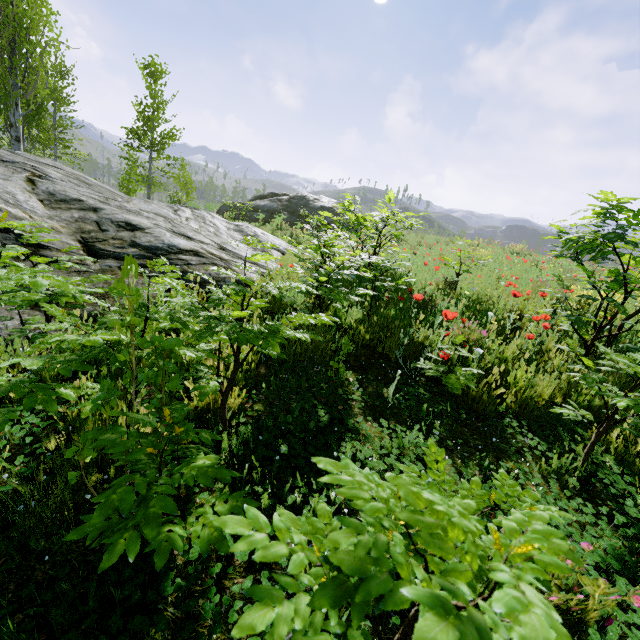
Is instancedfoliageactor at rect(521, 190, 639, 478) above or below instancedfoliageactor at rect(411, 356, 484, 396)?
above

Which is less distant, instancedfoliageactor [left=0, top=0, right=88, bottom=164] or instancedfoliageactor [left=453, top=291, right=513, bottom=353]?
instancedfoliageactor [left=453, top=291, right=513, bottom=353]

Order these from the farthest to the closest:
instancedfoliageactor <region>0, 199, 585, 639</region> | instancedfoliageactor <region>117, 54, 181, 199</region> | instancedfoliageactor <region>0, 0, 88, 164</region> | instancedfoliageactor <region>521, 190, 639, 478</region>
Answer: instancedfoliageactor <region>117, 54, 181, 199</region> < instancedfoliageactor <region>0, 0, 88, 164</region> < instancedfoliageactor <region>521, 190, 639, 478</region> < instancedfoliageactor <region>0, 199, 585, 639</region>

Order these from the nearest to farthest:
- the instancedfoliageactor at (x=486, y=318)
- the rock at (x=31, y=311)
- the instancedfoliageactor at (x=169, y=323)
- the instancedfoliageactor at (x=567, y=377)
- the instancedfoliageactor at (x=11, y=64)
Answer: Result:
the instancedfoliageactor at (x=169, y=323)
the instancedfoliageactor at (x=567, y=377)
the rock at (x=31, y=311)
the instancedfoliageactor at (x=486, y=318)
the instancedfoliageactor at (x=11, y=64)

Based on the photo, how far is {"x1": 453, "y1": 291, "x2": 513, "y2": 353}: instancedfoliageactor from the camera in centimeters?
336cm

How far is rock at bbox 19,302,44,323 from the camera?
2.78m

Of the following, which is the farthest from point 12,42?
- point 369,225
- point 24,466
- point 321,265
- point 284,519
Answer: point 284,519

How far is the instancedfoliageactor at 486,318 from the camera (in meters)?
3.36
